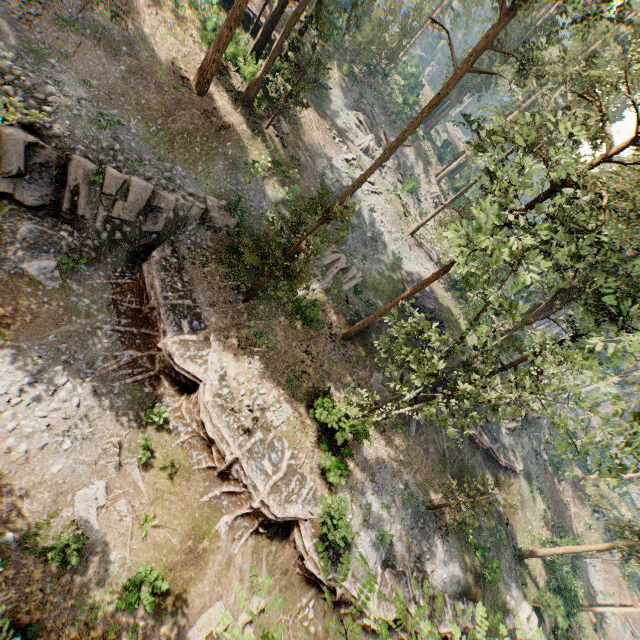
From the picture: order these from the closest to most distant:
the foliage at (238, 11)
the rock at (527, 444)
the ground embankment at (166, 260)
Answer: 1. the ground embankment at (166, 260)
2. the foliage at (238, 11)
3. the rock at (527, 444)

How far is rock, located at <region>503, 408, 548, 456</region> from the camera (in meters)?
34.64

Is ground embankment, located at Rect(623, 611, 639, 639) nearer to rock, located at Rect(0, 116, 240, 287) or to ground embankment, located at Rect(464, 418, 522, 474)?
ground embankment, located at Rect(464, 418, 522, 474)

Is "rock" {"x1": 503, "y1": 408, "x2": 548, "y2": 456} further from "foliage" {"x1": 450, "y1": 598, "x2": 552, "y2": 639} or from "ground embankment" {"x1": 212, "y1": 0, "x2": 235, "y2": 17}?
"ground embankment" {"x1": 212, "y1": 0, "x2": 235, "y2": 17}

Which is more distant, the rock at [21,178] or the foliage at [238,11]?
the foliage at [238,11]

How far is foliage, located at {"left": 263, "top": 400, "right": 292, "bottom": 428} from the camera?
17.6 meters

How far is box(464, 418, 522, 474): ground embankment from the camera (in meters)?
30.75

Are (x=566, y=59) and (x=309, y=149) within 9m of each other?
no
